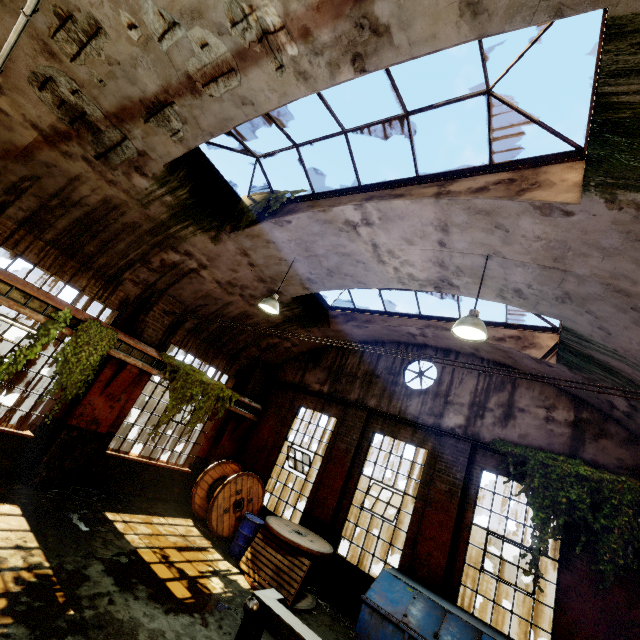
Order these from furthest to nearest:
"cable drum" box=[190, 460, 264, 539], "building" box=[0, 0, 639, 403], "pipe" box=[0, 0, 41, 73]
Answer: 1. "cable drum" box=[190, 460, 264, 539]
2. "building" box=[0, 0, 639, 403]
3. "pipe" box=[0, 0, 41, 73]

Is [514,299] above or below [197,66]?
Result: below

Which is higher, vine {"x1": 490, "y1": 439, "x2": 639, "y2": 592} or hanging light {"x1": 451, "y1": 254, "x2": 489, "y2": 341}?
hanging light {"x1": 451, "y1": 254, "x2": 489, "y2": 341}

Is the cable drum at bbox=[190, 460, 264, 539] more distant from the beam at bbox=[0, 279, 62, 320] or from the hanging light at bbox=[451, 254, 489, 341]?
the hanging light at bbox=[451, 254, 489, 341]

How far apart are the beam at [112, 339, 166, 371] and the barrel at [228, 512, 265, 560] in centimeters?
456cm

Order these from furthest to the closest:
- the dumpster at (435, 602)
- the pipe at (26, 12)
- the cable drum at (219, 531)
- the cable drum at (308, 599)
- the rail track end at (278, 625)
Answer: the cable drum at (219, 531) → the cable drum at (308, 599) → the dumpster at (435, 602) → the rail track end at (278, 625) → the pipe at (26, 12)

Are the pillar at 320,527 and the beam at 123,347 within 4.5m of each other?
no

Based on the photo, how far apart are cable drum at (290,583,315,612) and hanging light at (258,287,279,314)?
5.29m
